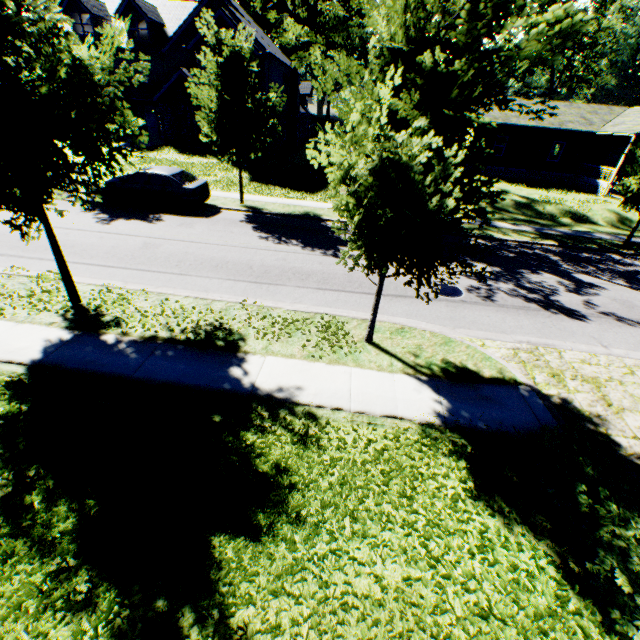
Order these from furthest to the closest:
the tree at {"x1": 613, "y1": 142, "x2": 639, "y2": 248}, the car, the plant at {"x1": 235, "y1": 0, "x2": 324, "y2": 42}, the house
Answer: the plant at {"x1": 235, "y1": 0, "x2": 324, "y2": 42} → the house → the car → the tree at {"x1": 613, "y1": 142, "x2": 639, "y2": 248}

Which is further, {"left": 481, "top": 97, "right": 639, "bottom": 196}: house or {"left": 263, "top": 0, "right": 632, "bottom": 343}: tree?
{"left": 481, "top": 97, "right": 639, "bottom": 196}: house

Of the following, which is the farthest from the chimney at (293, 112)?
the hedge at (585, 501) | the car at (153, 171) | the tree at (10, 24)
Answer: the hedge at (585, 501)

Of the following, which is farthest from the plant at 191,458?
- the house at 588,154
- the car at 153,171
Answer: the house at 588,154

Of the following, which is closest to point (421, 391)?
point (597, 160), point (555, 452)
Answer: point (555, 452)

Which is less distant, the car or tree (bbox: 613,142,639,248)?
tree (bbox: 613,142,639,248)

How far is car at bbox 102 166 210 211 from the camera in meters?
14.7 m

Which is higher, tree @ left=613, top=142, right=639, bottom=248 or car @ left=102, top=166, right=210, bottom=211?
tree @ left=613, top=142, right=639, bottom=248
